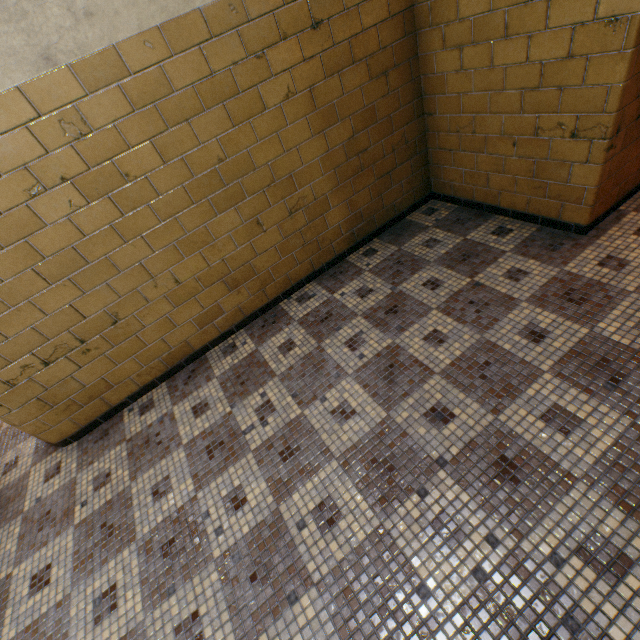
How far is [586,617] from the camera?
1.14m
